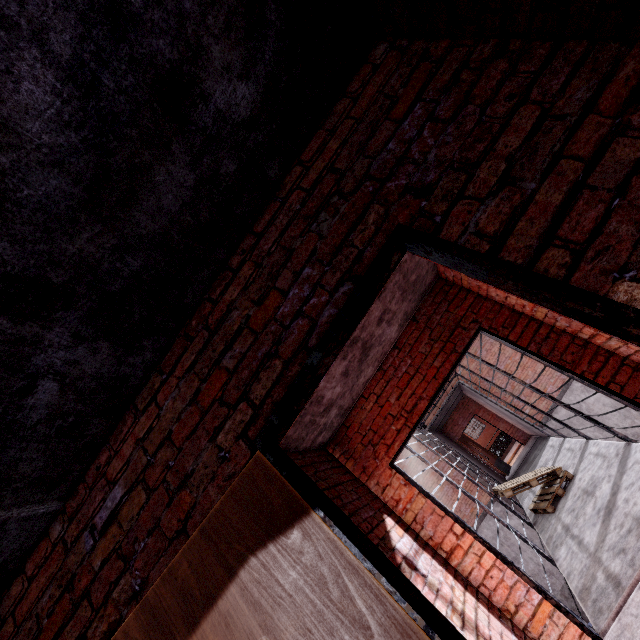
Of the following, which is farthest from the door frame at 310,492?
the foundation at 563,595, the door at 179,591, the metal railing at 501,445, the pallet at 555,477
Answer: the metal railing at 501,445

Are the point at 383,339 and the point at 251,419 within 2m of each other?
no

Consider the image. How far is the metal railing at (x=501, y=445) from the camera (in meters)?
17.94

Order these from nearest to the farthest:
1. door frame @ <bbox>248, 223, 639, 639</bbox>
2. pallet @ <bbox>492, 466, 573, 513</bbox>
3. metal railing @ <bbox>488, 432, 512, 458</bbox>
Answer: door frame @ <bbox>248, 223, 639, 639</bbox> → pallet @ <bbox>492, 466, 573, 513</bbox> → metal railing @ <bbox>488, 432, 512, 458</bbox>

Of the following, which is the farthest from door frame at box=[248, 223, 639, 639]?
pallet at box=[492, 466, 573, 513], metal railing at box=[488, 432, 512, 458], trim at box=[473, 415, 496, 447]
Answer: trim at box=[473, 415, 496, 447]

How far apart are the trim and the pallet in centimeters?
2351cm

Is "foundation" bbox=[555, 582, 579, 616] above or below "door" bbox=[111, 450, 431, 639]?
below

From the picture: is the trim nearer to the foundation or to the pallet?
the foundation
